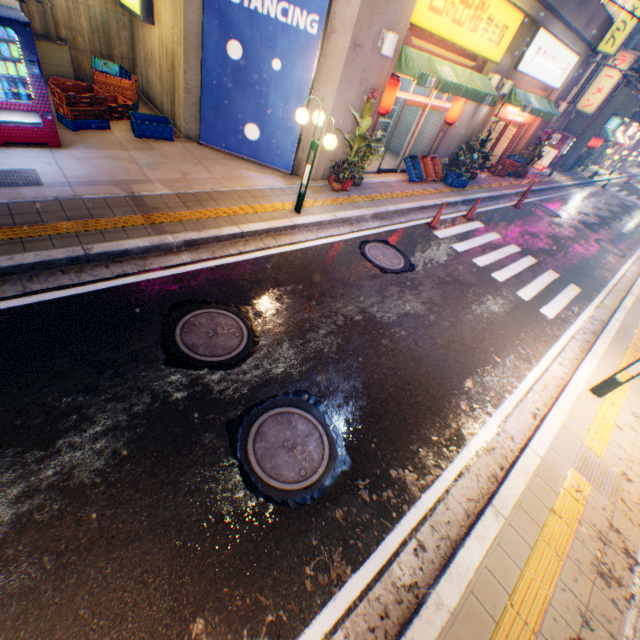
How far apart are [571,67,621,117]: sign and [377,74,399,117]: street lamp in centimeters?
2123cm

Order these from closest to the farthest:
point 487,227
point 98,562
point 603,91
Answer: point 98,562
point 487,227
point 603,91

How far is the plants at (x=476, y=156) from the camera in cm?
1328

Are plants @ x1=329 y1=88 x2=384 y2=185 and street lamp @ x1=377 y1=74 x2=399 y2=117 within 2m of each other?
yes

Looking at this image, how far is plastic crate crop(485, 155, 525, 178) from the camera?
16.8 meters

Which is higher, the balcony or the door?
the balcony

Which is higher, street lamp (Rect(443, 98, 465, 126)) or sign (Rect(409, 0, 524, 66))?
sign (Rect(409, 0, 524, 66))

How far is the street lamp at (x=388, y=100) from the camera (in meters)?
8.83
